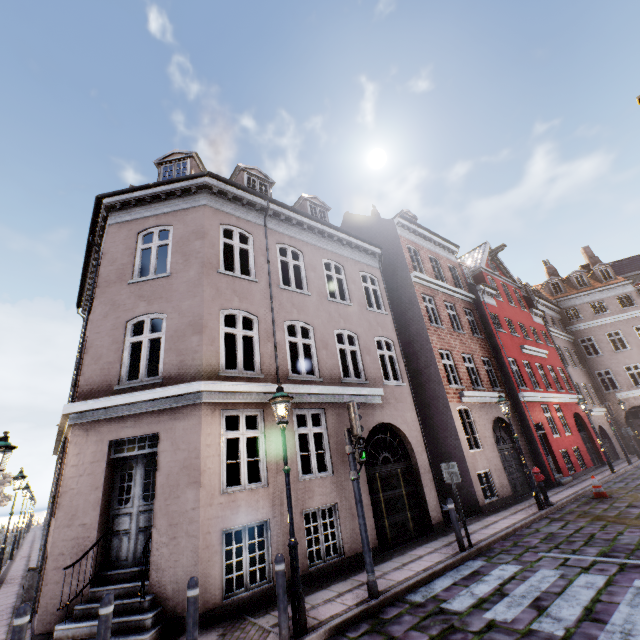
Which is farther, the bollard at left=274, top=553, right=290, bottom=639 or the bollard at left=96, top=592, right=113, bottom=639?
the bollard at left=274, top=553, right=290, bottom=639

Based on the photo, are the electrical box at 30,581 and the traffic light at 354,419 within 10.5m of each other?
yes

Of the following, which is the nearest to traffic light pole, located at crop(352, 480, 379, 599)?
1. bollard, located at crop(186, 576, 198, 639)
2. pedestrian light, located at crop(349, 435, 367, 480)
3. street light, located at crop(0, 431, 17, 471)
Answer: pedestrian light, located at crop(349, 435, 367, 480)

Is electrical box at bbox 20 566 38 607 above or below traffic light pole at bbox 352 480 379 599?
above

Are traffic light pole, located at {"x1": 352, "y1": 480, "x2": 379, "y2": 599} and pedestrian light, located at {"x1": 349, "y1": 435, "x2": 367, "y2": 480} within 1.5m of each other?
yes

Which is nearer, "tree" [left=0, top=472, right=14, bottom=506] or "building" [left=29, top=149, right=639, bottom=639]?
"building" [left=29, top=149, right=639, bottom=639]

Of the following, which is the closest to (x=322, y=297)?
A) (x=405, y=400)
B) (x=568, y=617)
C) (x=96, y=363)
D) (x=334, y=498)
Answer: (x=405, y=400)

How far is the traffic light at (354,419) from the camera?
6.8m
